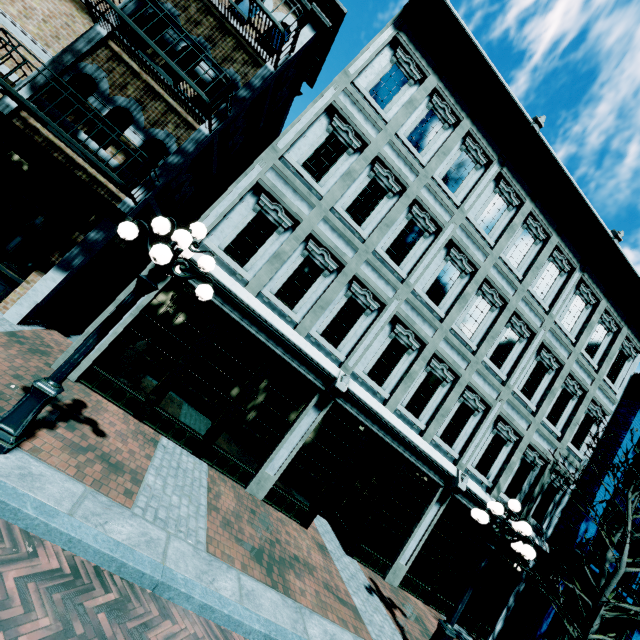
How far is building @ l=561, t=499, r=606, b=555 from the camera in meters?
10.9

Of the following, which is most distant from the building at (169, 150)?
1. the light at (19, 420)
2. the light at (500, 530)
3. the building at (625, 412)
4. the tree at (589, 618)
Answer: the building at (625, 412)

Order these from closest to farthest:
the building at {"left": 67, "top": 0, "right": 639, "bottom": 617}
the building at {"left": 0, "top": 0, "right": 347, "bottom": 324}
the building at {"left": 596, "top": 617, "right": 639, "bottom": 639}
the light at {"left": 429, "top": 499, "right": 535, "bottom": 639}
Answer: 1. the light at {"left": 429, "top": 499, "right": 535, "bottom": 639}
2. the building at {"left": 0, "top": 0, "right": 347, "bottom": 324}
3. the building at {"left": 67, "top": 0, "right": 639, "bottom": 617}
4. the building at {"left": 596, "top": 617, "right": 639, "bottom": 639}

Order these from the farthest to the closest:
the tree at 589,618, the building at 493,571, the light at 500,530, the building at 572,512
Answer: the building at 572,512 < the building at 493,571 < the tree at 589,618 < the light at 500,530

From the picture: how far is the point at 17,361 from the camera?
5.8m

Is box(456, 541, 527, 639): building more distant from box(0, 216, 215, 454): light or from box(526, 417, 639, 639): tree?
box(0, 216, 215, 454): light

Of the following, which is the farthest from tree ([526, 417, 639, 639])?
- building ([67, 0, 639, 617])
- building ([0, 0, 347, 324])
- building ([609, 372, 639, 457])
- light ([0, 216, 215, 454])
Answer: building ([0, 0, 347, 324])

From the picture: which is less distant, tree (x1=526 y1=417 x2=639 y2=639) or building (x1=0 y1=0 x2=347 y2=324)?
building (x1=0 y1=0 x2=347 y2=324)
